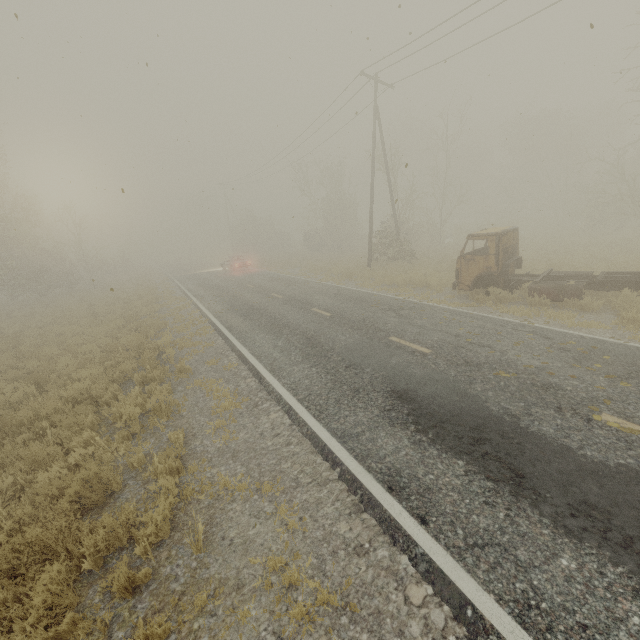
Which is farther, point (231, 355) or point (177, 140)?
point (177, 140)
